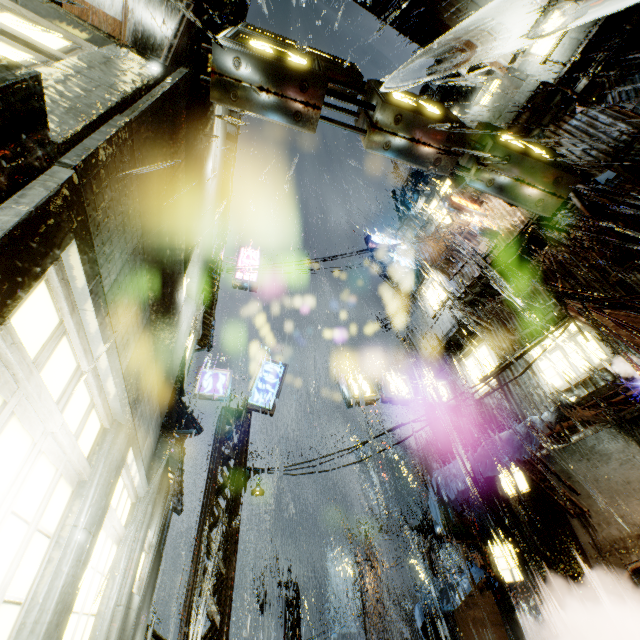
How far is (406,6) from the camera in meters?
12.6

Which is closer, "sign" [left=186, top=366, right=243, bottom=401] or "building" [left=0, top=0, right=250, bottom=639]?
"building" [left=0, top=0, right=250, bottom=639]

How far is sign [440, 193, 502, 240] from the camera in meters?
13.0 m

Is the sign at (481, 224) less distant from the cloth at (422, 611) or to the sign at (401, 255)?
the sign at (401, 255)

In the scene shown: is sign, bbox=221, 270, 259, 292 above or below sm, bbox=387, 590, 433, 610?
above

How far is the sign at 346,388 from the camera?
13.7 meters

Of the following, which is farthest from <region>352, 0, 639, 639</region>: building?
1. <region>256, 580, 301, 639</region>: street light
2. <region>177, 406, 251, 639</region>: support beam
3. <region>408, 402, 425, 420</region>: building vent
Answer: <region>256, 580, 301, 639</region>: street light

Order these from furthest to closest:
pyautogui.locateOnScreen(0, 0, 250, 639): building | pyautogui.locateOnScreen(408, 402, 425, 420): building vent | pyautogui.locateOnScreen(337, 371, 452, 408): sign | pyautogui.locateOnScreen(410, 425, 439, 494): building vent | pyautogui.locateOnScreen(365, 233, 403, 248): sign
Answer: pyautogui.locateOnScreen(408, 402, 425, 420): building vent → pyautogui.locateOnScreen(365, 233, 403, 248): sign → pyautogui.locateOnScreen(410, 425, 439, 494): building vent → pyautogui.locateOnScreen(337, 371, 452, 408): sign → pyautogui.locateOnScreen(0, 0, 250, 639): building
